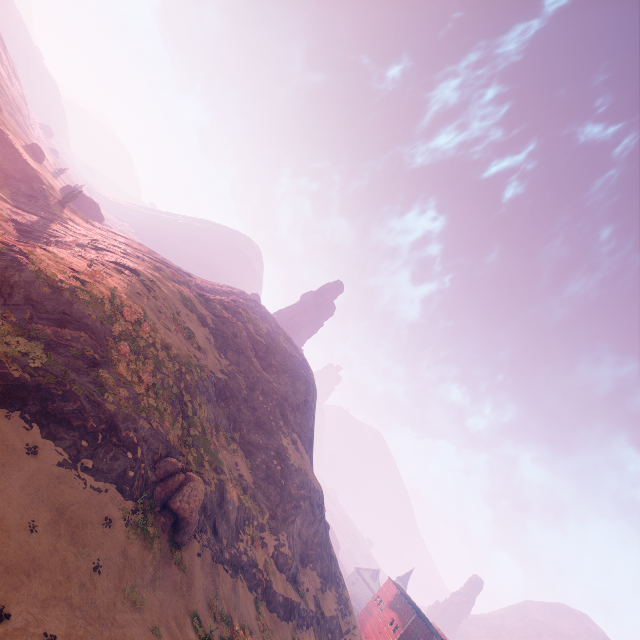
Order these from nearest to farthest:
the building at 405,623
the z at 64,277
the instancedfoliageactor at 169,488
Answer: the z at 64,277
the instancedfoliageactor at 169,488
the building at 405,623

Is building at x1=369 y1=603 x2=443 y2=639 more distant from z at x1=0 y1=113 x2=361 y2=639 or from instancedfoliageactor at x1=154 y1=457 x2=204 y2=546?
instancedfoliageactor at x1=154 y1=457 x2=204 y2=546

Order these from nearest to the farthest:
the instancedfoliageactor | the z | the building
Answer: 1. the z
2. the instancedfoliageactor
3. the building

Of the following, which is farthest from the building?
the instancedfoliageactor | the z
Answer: the instancedfoliageactor

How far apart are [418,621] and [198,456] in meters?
57.2

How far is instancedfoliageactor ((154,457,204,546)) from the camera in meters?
21.6 m

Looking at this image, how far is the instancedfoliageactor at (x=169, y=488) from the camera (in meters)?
21.58
